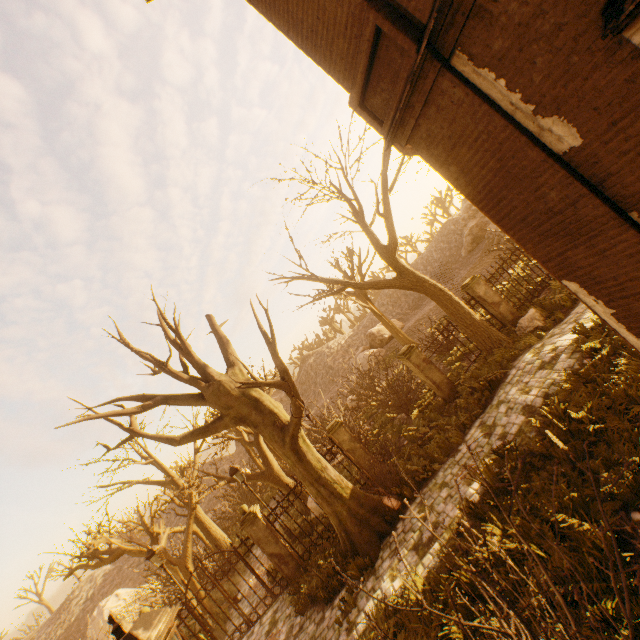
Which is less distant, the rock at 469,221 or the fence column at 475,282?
the fence column at 475,282

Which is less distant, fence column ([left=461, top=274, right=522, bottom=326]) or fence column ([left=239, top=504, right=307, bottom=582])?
fence column ([left=239, top=504, right=307, bottom=582])

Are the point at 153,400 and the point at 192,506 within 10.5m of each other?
yes

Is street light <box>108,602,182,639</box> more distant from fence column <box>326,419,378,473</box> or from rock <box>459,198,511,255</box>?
rock <box>459,198,511,255</box>

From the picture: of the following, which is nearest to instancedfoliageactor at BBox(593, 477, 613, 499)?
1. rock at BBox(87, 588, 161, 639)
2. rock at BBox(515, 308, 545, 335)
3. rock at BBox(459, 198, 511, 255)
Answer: rock at BBox(515, 308, 545, 335)

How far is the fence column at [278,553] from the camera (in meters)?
10.18

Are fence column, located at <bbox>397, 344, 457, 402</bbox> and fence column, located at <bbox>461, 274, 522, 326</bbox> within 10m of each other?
yes

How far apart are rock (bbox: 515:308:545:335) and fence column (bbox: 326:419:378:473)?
6.7m
